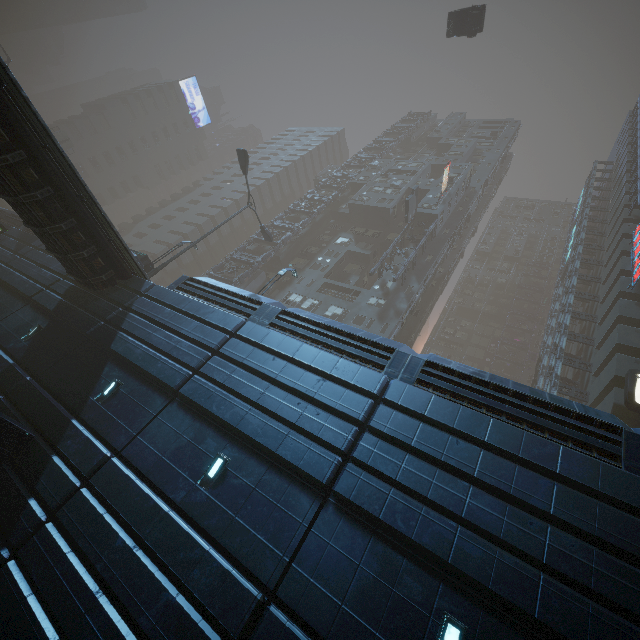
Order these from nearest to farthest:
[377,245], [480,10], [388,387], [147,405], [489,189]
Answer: [388,387] → [147,405] → [480,10] → [377,245] → [489,189]

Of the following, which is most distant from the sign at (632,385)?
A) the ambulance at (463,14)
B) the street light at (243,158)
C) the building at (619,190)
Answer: the street light at (243,158)

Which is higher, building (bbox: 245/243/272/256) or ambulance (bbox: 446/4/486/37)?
ambulance (bbox: 446/4/486/37)

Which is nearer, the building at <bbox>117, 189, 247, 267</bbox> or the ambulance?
the ambulance

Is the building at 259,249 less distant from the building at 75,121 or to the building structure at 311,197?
the building structure at 311,197

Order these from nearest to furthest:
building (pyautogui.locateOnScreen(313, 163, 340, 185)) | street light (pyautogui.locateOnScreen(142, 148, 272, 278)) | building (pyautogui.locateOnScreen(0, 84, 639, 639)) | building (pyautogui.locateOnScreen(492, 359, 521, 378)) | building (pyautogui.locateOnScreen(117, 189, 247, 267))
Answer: building (pyautogui.locateOnScreen(0, 84, 639, 639))
street light (pyautogui.locateOnScreen(142, 148, 272, 278))
building (pyautogui.locateOnScreen(117, 189, 247, 267))
building (pyautogui.locateOnScreen(492, 359, 521, 378))
building (pyautogui.locateOnScreen(313, 163, 340, 185))

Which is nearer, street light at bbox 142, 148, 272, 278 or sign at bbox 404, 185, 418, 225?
street light at bbox 142, 148, 272, 278

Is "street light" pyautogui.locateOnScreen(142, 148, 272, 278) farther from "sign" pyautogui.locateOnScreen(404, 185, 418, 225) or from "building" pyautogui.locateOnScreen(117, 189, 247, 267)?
"sign" pyautogui.locateOnScreen(404, 185, 418, 225)
